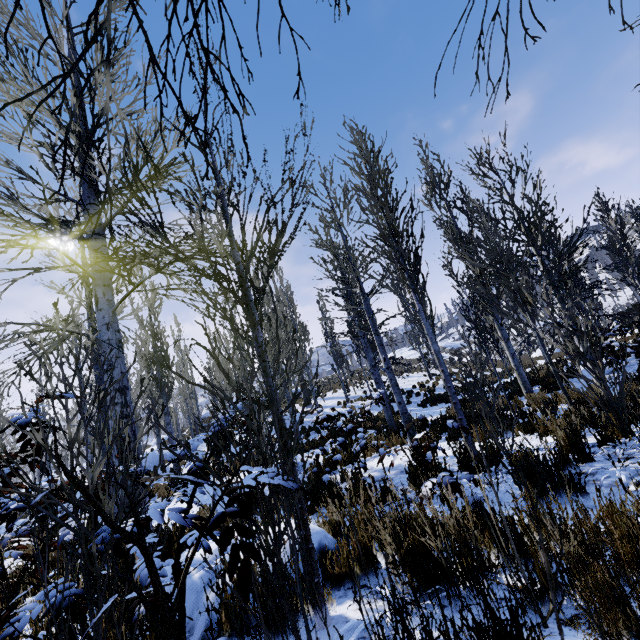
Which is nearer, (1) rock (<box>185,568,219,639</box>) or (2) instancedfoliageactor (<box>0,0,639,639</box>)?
(2) instancedfoliageactor (<box>0,0,639,639</box>)

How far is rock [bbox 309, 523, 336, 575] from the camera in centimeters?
244cm

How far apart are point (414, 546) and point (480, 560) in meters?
0.9 m

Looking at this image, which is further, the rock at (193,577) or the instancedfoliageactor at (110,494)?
the rock at (193,577)

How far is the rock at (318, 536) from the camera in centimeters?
244cm
